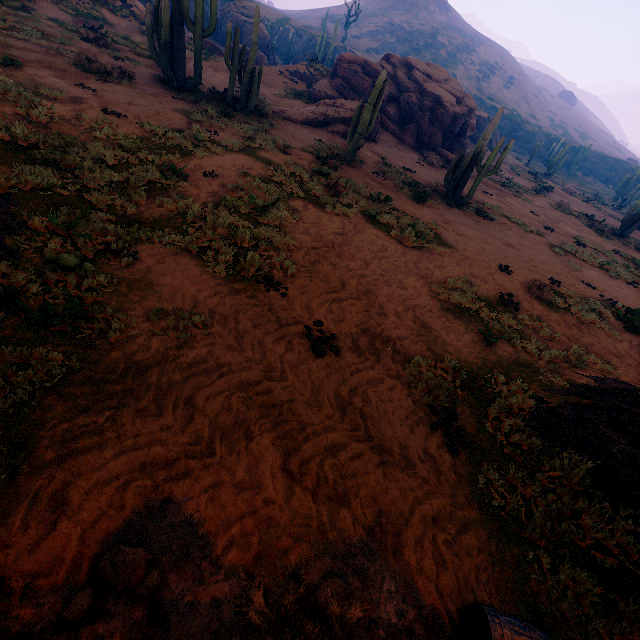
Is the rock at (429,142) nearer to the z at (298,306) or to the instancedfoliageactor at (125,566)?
the z at (298,306)

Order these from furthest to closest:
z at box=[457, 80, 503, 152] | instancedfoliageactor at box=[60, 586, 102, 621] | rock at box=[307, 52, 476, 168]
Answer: z at box=[457, 80, 503, 152] → rock at box=[307, 52, 476, 168] → instancedfoliageactor at box=[60, 586, 102, 621]

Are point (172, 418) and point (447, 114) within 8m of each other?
no

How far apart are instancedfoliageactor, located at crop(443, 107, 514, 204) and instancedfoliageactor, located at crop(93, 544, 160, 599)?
15.9m

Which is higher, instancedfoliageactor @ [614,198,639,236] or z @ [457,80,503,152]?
z @ [457,80,503,152]

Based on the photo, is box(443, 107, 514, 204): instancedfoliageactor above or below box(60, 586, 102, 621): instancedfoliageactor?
above

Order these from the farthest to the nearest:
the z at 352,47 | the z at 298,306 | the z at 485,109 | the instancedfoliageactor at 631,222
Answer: the z at 352,47, the z at 485,109, the instancedfoliageactor at 631,222, the z at 298,306

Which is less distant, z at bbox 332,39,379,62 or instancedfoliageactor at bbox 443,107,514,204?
instancedfoliageactor at bbox 443,107,514,204
